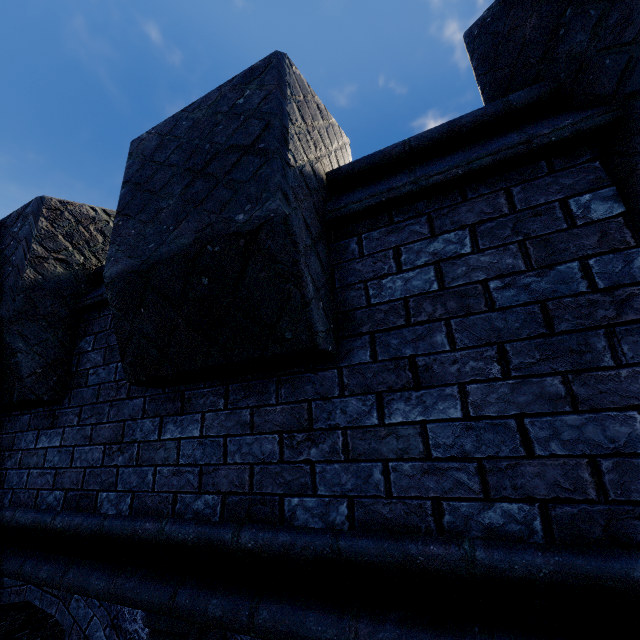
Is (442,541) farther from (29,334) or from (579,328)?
(29,334)
